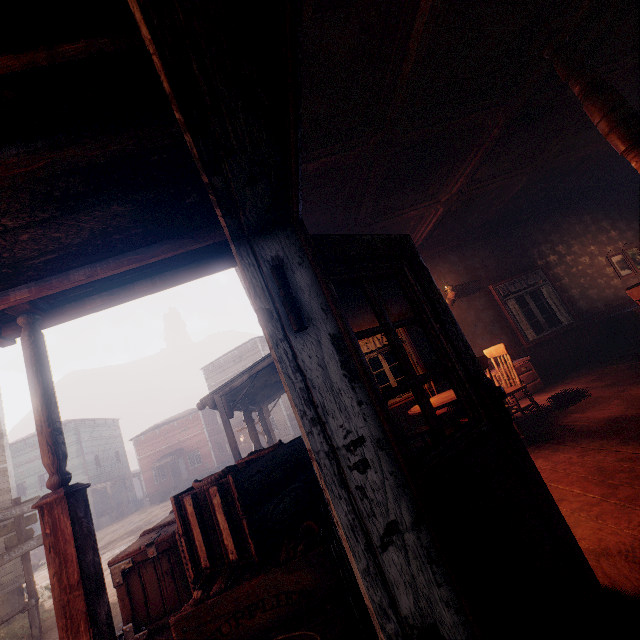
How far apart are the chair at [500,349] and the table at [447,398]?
0.30m

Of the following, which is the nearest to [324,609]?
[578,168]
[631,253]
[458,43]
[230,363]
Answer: [458,43]

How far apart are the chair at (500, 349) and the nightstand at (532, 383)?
1.20m

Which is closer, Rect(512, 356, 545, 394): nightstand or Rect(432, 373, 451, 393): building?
Rect(512, 356, 545, 394): nightstand

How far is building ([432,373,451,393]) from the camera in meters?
7.0

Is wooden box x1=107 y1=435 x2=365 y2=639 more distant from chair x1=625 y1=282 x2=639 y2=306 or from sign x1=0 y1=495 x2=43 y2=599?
sign x1=0 y1=495 x2=43 y2=599

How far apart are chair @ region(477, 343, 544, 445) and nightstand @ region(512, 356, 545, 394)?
1.2 meters

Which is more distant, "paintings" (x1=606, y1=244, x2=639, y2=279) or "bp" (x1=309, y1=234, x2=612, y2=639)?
"paintings" (x1=606, y1=244, x2=639, y2=279)
